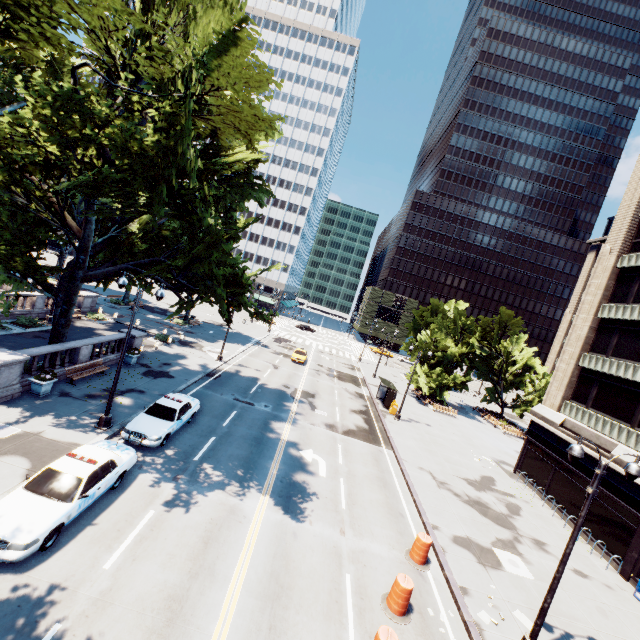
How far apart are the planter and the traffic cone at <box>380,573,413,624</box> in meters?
17.8 m

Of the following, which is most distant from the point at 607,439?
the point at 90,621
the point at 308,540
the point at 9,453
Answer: the point at 9,453

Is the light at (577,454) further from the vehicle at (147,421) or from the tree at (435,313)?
the vehicle at (147,421)

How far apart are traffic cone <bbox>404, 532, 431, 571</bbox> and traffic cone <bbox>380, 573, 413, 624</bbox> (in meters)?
1.83

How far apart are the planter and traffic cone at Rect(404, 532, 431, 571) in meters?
18.8

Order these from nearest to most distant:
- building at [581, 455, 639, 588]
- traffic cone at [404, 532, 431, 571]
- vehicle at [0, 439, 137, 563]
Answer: vehicle at [0, 439, 137, 563], traffic cone at [404, 532, 431, 571], building at [581, 455, 639, 588]

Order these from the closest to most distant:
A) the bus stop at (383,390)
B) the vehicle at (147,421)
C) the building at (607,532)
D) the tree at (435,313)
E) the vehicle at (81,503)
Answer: the vehicle at (81,503)
the vehicle at (147,421)
the building at (607,532)
the bus stop at (383,390)
the tree at (435,313)

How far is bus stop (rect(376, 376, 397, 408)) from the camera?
32.81m
